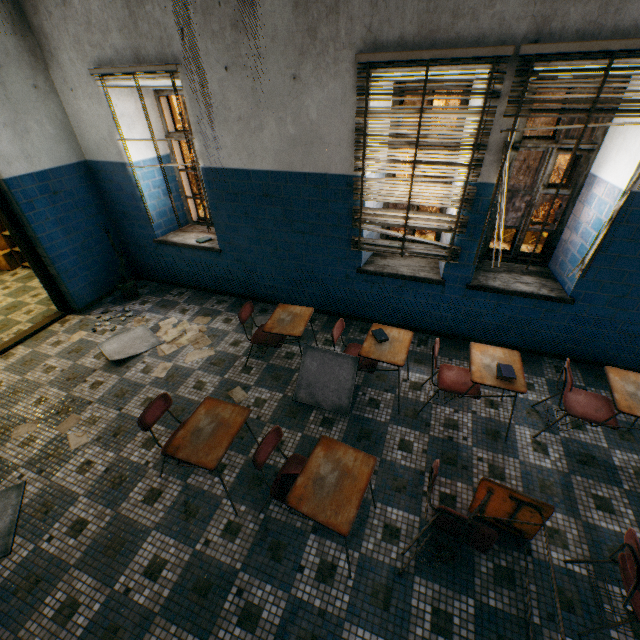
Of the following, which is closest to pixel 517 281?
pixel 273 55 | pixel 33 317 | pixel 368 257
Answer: pixel 368 257

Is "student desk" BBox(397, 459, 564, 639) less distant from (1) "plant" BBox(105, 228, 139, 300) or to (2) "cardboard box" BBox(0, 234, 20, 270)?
(1) "plant" BBox(105, 228, 139, 300)

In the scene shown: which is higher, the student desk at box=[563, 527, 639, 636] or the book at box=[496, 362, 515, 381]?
the book at box=[496, 362, 515, 381]

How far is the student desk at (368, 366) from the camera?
3.1m

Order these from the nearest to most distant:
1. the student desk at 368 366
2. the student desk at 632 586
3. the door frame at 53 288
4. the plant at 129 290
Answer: the student desk at 632 586 → the student desk at 368 366 → the door frame at 53 288 → the plant at 129 290

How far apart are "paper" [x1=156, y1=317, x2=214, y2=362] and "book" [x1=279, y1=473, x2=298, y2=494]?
2.23m

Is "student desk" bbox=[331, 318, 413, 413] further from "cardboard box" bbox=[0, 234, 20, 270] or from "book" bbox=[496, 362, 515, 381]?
"cardboard box" bbox=[0, 234, 20, 270]

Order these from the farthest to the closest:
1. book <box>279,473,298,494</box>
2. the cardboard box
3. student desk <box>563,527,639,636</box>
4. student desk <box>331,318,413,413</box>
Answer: the cardboard box, student desk <box>331,318,413,413</box>, book <box>279,473,298,494</box>, student desk <box>563,527,639,636</box>
